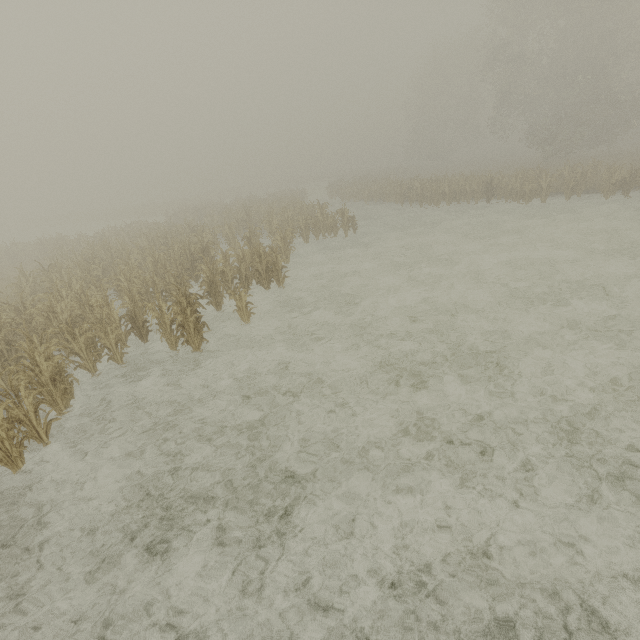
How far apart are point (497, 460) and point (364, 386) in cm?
281
